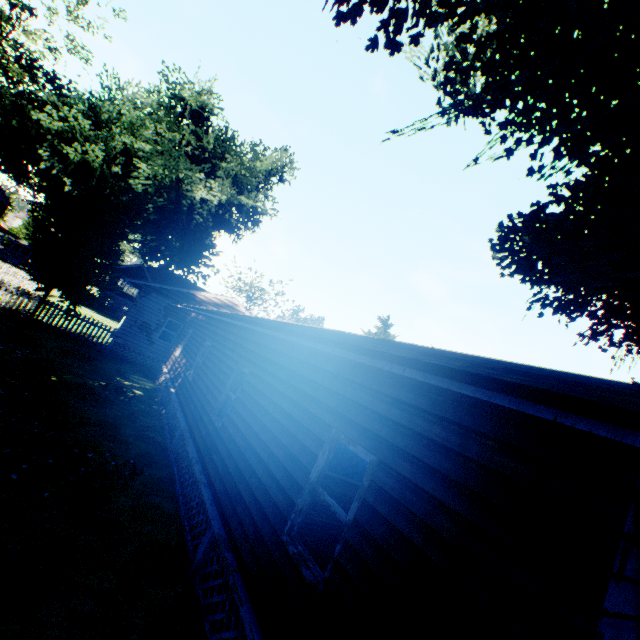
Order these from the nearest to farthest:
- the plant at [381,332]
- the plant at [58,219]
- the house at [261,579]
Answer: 1. the house at [261,579]
2. the plant at [58,219]
3. the plant at [381,332]

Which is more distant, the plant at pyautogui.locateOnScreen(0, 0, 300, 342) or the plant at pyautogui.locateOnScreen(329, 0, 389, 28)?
the plant at pyautogui.locateOnScreen(0, 0, 300, 342)

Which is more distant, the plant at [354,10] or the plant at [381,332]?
the plant at [381,332]

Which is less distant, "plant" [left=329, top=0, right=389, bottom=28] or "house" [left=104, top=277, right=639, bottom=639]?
"house" [left=104, top=277, right=639, bottom=639]

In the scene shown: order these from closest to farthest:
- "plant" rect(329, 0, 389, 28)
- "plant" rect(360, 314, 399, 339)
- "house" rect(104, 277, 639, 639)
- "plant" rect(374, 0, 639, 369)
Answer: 1. "house" rect(104, 277, 639, 639)
2. "plant" rect(329, 0, 389, 28)
3. "plant" rect(374, 0, 639, 369)
4. "plant" rect(360, 314, 399, 339)

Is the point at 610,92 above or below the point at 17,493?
above

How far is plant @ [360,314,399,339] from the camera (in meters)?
32.69
